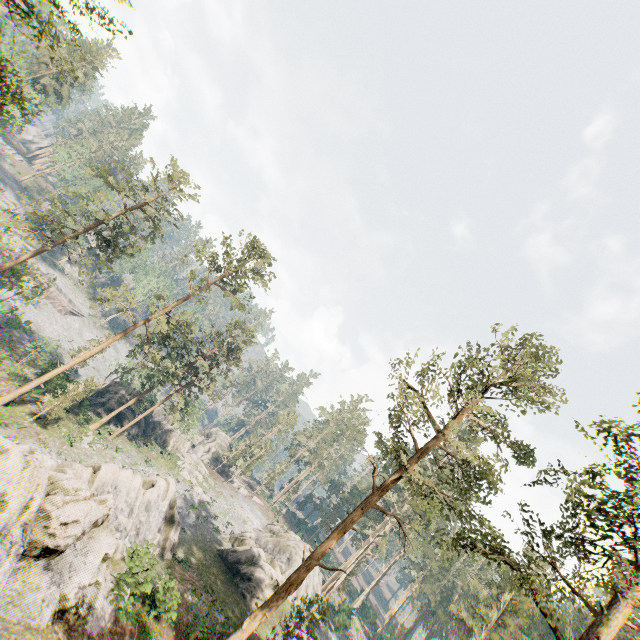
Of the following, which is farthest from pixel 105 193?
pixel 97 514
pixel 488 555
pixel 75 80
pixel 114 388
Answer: pixel 75 80

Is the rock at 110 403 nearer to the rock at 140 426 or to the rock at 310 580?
the rock at 140 426

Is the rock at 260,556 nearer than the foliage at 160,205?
No

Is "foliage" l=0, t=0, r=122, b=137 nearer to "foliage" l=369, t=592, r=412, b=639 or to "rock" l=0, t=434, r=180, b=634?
"rock" l=0, t=434, r=180, b=634

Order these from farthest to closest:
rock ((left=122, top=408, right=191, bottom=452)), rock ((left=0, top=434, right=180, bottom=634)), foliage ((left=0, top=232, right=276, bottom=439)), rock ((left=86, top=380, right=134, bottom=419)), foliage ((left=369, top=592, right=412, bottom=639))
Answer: foliage ((left=369, top=592, right=412, bottom=639))
rock ((left=122, top=408, right=191, bottom=452))
rock ((left=86, top=380, right=134, bottom=419))
foliage ((left=0, top=232, right=276, bottom=439))
rock ((left=0, top=434, right=180, bottom=634))

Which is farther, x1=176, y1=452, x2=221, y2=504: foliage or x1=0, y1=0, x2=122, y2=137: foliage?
x1=176, y1=452, x2=221, y2=504: foliage

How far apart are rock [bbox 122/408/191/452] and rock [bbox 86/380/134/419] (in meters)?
5.54

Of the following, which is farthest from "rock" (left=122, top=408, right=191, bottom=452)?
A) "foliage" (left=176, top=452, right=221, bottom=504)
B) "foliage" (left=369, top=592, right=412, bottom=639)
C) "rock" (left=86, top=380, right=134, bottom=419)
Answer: "foliage" (left=369, top=592, right=412, bottom=639)
